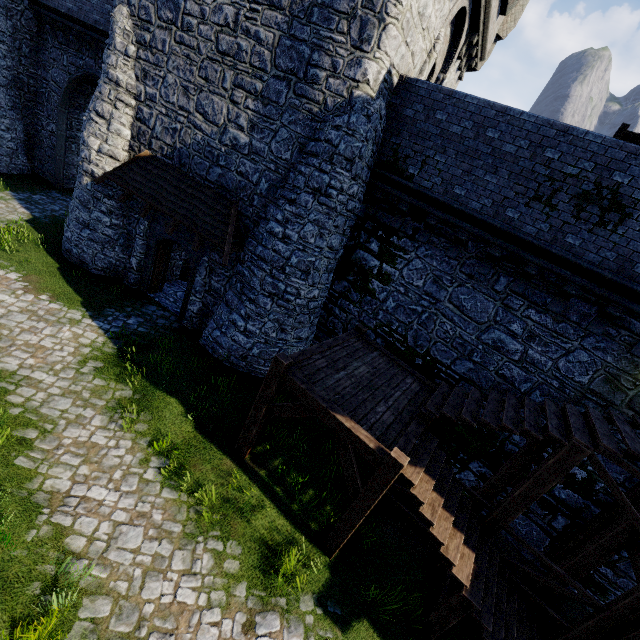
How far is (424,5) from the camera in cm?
827

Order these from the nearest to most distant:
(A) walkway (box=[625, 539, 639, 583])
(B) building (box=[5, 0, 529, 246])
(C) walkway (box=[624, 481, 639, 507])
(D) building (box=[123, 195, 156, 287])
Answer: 1. (A) walkway (box=[625, 539, 639, 583])
2. (C) walkway (box=[624, 481, 639, 507])
3. (B) building (box=[5, 0, 529, 246])
4. (D) building (box=[123, 195, 156, 287])

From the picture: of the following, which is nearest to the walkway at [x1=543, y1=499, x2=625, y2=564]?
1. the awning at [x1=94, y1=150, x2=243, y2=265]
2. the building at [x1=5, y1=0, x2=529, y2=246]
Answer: the building at [x1=5, y1=0, x2=529, y2=246]

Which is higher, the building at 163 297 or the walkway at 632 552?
the walkway at 632 552

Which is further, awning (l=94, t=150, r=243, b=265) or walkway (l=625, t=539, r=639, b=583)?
awning (l=94, t=150, r=243, b=265)

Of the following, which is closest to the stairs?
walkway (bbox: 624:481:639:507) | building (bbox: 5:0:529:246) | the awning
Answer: walkway (bbox: 624:481:639:507)

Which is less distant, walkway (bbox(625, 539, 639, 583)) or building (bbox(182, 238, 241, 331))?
walkway (bbox(625, 539, 639, 583))

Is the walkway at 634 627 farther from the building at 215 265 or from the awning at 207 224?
the awning at 207 224
